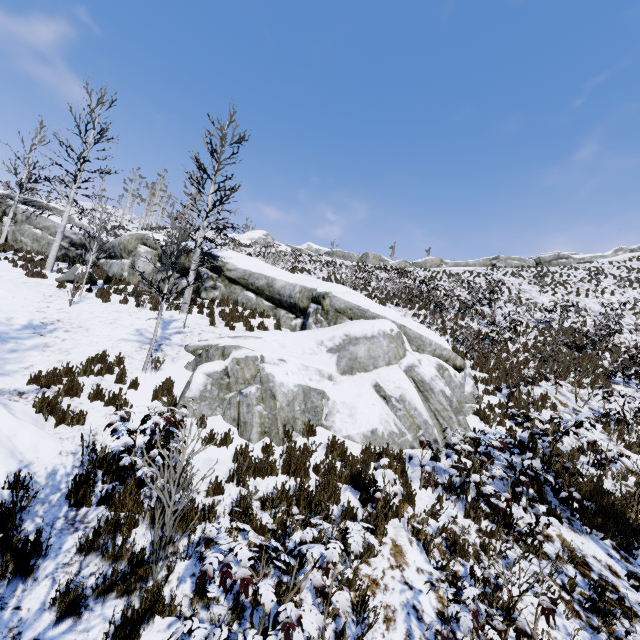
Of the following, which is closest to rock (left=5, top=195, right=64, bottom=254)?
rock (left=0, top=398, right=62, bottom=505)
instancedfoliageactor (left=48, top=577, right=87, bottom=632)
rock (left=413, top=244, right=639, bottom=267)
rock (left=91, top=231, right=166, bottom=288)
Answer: rock (left=91, top=231, right=166, bottom=288)

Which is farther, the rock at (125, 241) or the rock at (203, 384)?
the rock at (125, 241)

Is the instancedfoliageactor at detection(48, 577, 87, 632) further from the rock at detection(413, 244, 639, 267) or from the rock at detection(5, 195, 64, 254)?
the rock at detection(413, 244, 639, 267)

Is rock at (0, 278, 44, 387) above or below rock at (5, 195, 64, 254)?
below

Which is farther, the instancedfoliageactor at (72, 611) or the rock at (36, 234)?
the rock at (36, 234)

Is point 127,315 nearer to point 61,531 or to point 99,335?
point 99,335

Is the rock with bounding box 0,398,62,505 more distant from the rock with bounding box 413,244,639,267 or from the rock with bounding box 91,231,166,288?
the rock with bounding box 413,244,639,267
